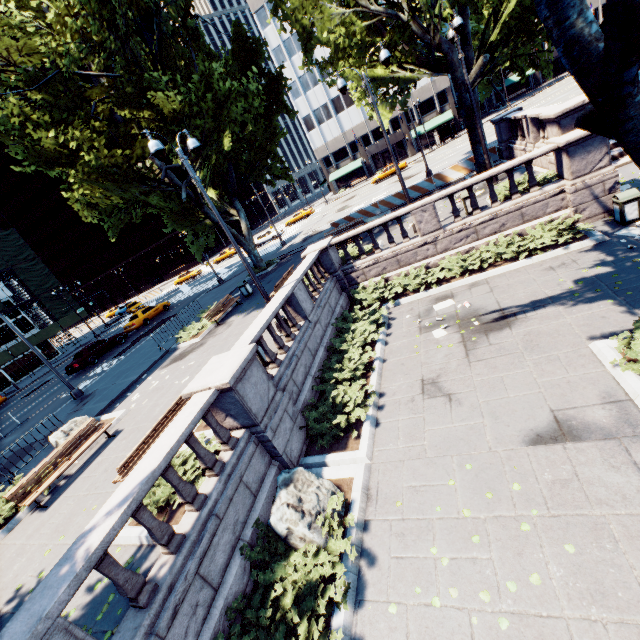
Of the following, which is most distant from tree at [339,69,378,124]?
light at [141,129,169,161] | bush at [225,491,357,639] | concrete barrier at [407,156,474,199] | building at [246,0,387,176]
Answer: light at [141,129,169,161]

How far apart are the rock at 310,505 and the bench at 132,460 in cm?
371

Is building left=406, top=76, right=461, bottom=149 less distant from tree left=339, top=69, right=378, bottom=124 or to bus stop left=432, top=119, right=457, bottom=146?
tree left=339, top=69, right=378, bottom=124

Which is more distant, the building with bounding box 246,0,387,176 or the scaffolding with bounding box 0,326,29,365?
the building with bounding box 246,0,387,176

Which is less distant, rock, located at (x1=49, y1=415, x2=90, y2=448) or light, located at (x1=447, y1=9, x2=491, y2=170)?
rock, located at (x1=49, y1=415, x2=90, y2=448)

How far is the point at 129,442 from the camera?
10.35m

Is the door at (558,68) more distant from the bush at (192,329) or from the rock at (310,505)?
the rock at (310,505)

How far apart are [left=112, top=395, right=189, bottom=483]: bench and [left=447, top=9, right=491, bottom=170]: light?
16.84m
